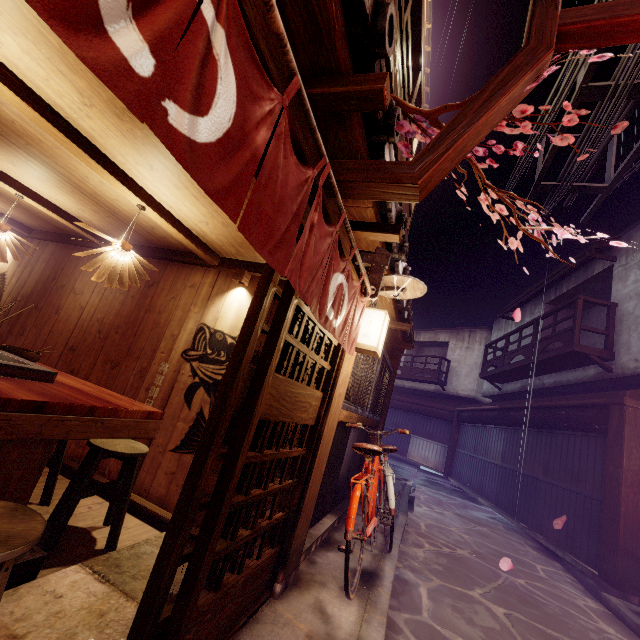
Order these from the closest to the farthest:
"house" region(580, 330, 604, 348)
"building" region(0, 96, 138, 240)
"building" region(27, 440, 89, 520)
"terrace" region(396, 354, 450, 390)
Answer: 1. "building" region(0, 96, 138, 240)
2. "building" region(27, 440, 89, 520)
3. "house" region(580, 330, 604, 348)
4. "terrace" region(396, 354, 450, 390)

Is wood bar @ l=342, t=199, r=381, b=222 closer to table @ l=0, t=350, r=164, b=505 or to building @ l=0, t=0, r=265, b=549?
building @ l=0, t=0, r=265, b=549

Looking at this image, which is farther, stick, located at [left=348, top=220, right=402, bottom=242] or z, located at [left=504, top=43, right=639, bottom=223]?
z, located at [left=504, top=43, right=639, bottom=223]

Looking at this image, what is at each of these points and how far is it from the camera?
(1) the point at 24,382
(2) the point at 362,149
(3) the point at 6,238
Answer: (1) table, 3.6 meters
(2) wood bar, 4.0 meters
(3) light, 6.7 meters

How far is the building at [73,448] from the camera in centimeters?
532cm

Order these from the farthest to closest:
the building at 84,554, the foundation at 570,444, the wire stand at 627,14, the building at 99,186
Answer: the foundation at 570,444 → the building at 99,186 → the building at 84,554 → the wire stand at 627,14

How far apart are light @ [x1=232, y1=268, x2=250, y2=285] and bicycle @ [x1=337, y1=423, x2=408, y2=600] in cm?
460

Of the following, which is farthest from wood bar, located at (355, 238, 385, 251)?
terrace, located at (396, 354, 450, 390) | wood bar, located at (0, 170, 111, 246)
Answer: terrace, located at (396, 354, 450, 390)
